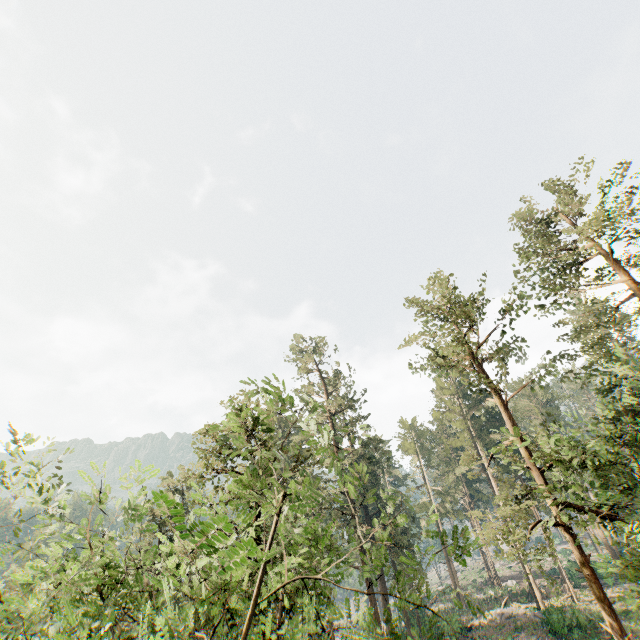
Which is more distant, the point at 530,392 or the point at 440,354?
the point at 530,392

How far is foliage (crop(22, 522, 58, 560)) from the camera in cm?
778

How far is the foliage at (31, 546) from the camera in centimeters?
778cm

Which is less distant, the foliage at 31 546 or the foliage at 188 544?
the foliage at 188 544

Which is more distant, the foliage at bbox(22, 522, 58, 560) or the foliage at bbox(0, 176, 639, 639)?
the foliage at bbox(22, 522, 58, 560)
